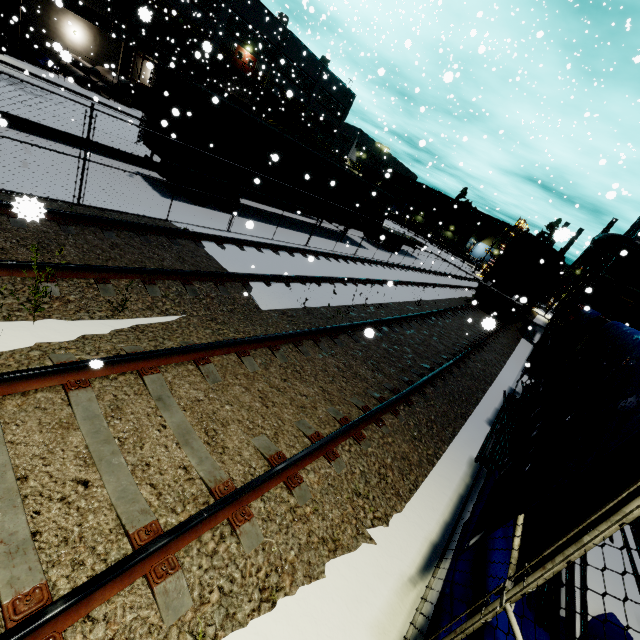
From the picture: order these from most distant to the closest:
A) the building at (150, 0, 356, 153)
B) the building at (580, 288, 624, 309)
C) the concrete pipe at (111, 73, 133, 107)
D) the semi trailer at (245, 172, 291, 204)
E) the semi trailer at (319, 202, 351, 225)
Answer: the building at (150, 0, 356, 153) < the concrete pipe at (111, 73, 133, 107) < the semi trailer at (319, 202, 351, 225) < the building at (580, 288, 624, 309) < the semi trailer at (245, 172, 291, 204)

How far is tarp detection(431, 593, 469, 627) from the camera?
2.99m

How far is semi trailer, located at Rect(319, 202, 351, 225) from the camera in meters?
18.3

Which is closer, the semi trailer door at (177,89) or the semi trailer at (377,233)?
the semi trailer door at (177,89)

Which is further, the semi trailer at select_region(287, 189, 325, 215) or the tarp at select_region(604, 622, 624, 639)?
the semi trailer at select_region(287, 189, 325, 215)

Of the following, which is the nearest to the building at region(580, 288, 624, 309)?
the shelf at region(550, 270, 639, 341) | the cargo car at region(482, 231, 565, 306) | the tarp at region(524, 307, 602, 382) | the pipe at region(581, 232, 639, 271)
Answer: the pipe at region(581, 232, 639, 271)

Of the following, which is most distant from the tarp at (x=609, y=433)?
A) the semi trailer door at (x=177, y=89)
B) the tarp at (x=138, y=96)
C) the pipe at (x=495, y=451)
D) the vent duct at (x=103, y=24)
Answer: the vent duct at (x=103, y=24)

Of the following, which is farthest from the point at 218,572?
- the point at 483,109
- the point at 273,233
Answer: the point at 483,109
